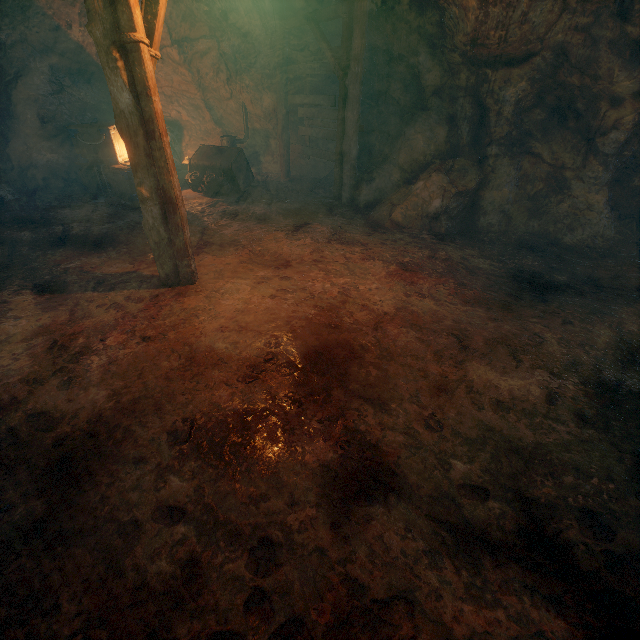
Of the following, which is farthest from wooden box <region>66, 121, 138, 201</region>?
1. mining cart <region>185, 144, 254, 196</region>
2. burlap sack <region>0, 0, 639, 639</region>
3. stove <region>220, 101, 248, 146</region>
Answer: stove <region>220, 101, 248, 146</region>

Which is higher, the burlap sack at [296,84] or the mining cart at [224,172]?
the burlap sack at [296,84]

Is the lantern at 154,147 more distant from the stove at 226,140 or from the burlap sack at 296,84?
the stove at 226,140

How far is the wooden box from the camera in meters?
8.3

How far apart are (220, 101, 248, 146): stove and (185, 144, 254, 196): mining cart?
1.66m

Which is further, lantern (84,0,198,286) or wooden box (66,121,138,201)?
wooden box (66,121,138,201)

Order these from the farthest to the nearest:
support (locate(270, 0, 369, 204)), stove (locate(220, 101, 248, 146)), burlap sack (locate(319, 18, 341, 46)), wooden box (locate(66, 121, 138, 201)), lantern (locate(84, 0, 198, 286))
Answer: stove (locate(220, 101, 248, 146)) → burlap sack (locate(319, 18, 341, 46)) → wooden box (locate(66, 121, 138, 201)) → support (locate(270, 0, 369, 204)) → lantern (locate(84, 0, 198, 286))

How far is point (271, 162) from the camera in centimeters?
1209cm
